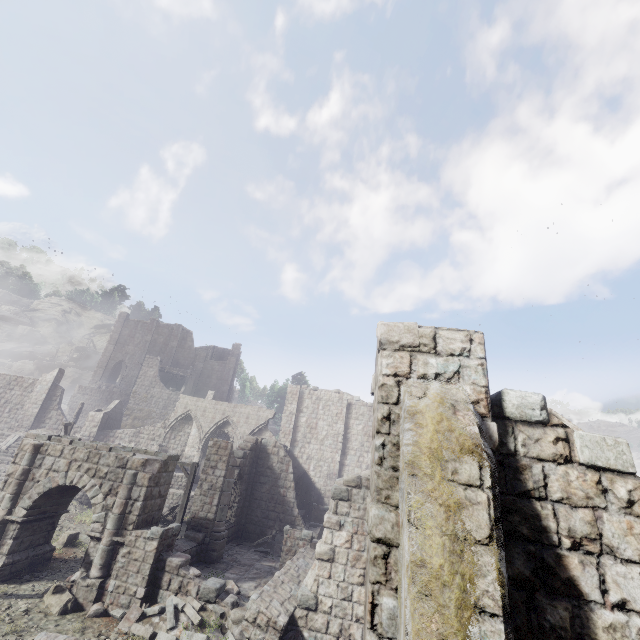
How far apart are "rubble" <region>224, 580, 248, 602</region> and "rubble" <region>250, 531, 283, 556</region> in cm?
771

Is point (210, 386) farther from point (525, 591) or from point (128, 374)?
point (525, 591)

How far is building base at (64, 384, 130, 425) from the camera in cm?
4475

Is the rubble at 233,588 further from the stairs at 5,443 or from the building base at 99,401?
the building base at 99,401

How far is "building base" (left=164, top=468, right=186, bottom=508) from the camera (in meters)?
23.98

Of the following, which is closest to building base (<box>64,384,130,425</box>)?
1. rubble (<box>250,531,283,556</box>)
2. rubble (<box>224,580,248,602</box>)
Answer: rubble (<box>250,531,283,556</box>)

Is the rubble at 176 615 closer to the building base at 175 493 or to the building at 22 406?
the building at 22 406

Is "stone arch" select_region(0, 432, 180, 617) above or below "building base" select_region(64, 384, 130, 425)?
below
